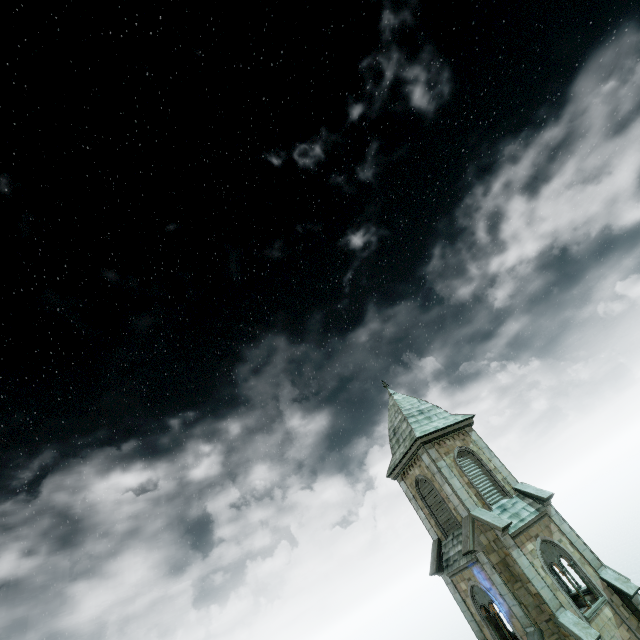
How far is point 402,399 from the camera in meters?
26.1 m
